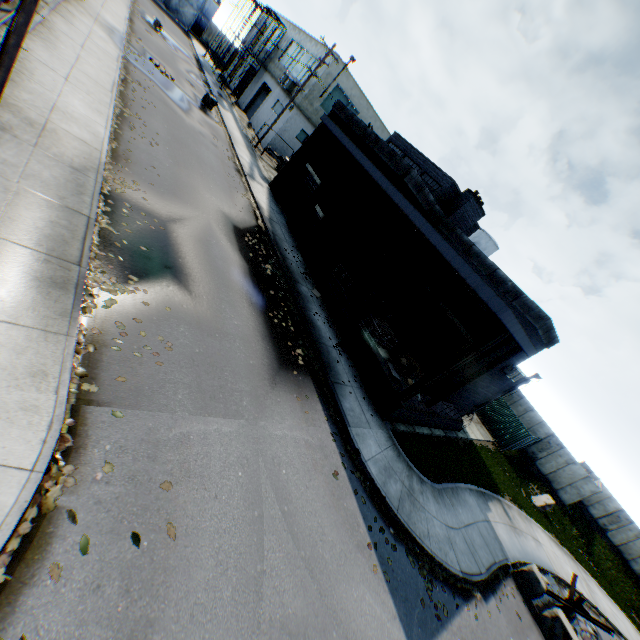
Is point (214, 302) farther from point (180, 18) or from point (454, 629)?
point (180, 18)

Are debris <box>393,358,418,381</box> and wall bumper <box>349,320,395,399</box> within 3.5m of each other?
yes

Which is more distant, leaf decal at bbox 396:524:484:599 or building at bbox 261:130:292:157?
building at bbox 261:130:292:157

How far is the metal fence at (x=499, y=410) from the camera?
24.5m

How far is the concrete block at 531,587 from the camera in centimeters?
1215cm

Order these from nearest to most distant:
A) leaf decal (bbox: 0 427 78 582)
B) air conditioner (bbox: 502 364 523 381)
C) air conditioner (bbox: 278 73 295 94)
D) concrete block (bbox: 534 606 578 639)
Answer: leaf decal (bbox: 0 427 78 582) < concrete block (bbox: 534 606 578 639) < air conditioner (bbox: 502 364 523 381) < air conditioner (bbox: 278 73 295 94)

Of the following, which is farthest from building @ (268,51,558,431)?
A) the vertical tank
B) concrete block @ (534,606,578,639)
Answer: the vertical tank

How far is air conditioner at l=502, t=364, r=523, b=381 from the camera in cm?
1575
